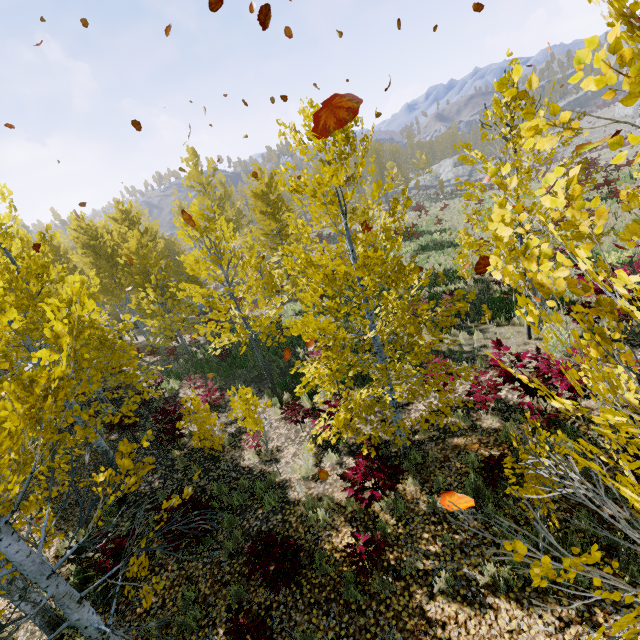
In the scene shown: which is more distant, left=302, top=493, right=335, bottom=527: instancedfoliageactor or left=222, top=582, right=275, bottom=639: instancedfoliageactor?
left=302, top=493, right=335, bottom=527: instancedfoliageactor

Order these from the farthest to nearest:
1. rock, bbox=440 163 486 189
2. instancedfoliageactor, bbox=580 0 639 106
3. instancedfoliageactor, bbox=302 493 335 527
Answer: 1. rock, bbox=440 163 486 189
2. instancedfoliageactor, bbox=302 493 335 527
3. instancedfoliageactor, bbox=580 0 639 106

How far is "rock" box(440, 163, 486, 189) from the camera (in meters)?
51.90

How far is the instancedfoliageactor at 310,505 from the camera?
5.98m

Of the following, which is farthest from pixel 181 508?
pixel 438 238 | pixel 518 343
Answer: pixel 438 238

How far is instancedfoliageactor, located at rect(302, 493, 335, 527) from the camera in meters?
6.0

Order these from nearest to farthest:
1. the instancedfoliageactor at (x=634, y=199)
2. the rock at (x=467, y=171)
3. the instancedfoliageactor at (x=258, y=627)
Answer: the instancedfoliageactor at (x=634, y=199), the instancedfoliageactor at (x=258, y=627), the rock at (x=467, y=171)
